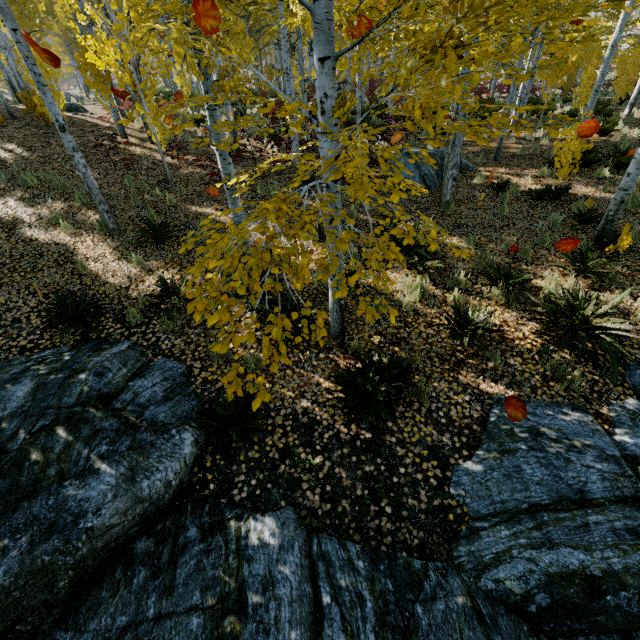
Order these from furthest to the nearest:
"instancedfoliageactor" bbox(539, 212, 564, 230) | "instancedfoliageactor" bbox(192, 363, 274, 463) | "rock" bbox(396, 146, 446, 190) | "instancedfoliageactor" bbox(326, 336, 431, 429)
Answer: "rock" bbox(396, 146, 446, 190) < "instancedfoliageactor" bbox(539, 212, 564, 230) < "instancedfoliageactor" bbox(326, 336, 431, 429) < "instancedfoliageactor" bbox(192, 363, 274, 463)

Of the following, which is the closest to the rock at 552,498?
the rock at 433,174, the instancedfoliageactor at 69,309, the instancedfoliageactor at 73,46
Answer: the instancedfoliageactor at 73,46

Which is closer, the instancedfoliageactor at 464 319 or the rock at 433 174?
the instancedfoliageactor at 464 319

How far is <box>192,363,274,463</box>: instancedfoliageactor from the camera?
2.2m

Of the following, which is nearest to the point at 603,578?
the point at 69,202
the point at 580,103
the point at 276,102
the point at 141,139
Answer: the point at 69,202

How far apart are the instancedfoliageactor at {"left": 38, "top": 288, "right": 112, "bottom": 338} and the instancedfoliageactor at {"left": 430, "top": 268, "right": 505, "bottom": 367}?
5.9m
